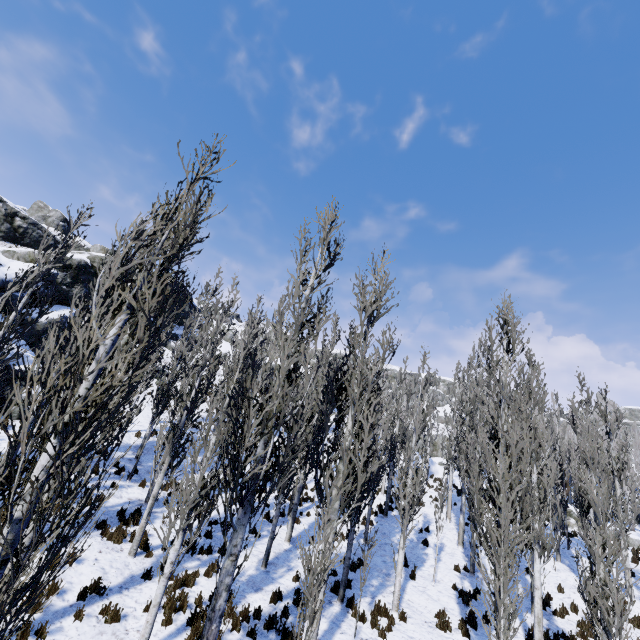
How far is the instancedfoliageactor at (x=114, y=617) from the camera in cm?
726

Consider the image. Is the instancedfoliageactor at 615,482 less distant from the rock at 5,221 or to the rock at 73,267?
the rock at 73,267

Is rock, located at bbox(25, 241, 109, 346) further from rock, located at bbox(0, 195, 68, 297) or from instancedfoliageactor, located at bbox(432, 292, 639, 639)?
rock, located at bbox(0, 195, 68, 297)

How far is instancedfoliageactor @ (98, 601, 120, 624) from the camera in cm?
726

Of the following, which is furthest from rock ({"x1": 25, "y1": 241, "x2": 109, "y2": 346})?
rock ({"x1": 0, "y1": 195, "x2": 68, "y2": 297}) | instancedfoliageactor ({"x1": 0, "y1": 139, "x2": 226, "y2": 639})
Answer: rock ({"x1": 0, "y1": 195, "x2": 68, "y2": 297})

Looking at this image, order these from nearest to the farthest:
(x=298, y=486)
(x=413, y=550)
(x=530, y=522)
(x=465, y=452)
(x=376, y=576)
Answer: (x=530, y=522), (x=376, y=576), (x=298, y=486), (x=413, y=550), (x=465, y=452)

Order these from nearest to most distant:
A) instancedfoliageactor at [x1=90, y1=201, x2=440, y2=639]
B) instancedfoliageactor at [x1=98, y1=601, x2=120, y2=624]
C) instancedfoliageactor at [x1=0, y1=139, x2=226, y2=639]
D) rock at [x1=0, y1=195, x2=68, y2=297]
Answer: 1. instancedfoliageactor at [x1=0, y1=139, x2=226, y2=639]
2. instancedfoliageactor at [x1=90, y1=201, x2=440, y2=639]
3. instancedfoliageactor at [x1=98, y1=601, x2=120, y2=624]
4. rock at [x1=0, y1=195, x2=68, y2=297]
